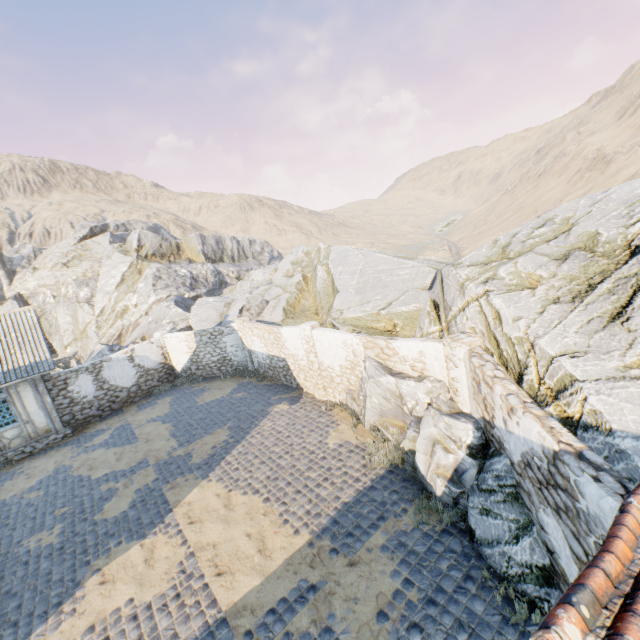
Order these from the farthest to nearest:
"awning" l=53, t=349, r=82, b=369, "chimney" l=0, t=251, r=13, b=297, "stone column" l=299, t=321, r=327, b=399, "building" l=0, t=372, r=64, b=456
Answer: "chimney" l=0, t=251, r=13, b=297 < "awning" l=53, t=349, r=82, b=369 < "building" l=0, t=372, r=64, b=456 < "stone column" l=299, t=321, r=327, b=399

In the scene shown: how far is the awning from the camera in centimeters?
1886cm

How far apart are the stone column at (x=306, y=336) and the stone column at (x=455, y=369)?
5.6m

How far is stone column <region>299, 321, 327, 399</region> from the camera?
12.66m

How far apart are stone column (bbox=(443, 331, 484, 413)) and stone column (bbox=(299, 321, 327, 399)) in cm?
557

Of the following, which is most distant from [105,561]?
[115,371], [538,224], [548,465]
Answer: [538,224]

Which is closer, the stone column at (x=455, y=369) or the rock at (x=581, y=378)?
the rock at (x=581, y=378)

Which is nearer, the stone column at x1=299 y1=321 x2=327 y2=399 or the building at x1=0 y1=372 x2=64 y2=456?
the stone column at x1=299 y1=321 x2=327 y2=399
